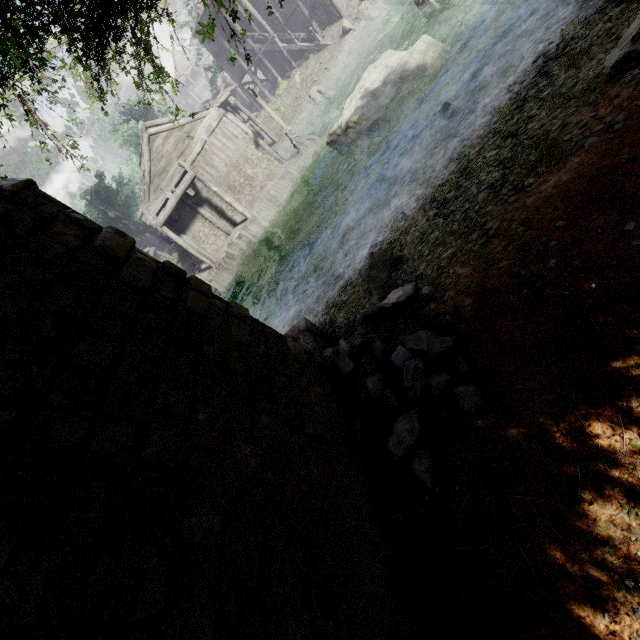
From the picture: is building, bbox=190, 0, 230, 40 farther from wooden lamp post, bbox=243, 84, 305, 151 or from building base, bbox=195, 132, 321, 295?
wooden lamp post, bbox=243, 84, 305, 151

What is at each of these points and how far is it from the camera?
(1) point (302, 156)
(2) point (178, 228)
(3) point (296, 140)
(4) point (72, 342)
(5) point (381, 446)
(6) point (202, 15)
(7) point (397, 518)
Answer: (1) building base, 23.5 meters
(2) building, 25.2 meters
(3) wooden lamp post, 23.5 meters
(4) building, 2.9 meters
(5) rubble, 5.3 meters
(6) building, 29.8 meters
(7) rubble, 4.5 meters

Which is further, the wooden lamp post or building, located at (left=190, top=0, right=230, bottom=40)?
building, located at (left=190, top=0, right=230, bottom=40)

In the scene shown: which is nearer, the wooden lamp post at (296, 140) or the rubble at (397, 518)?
the rubble at (397, 518)

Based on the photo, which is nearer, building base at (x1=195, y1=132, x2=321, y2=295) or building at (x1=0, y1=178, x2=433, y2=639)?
building at (x1=0, y1=178, x2=433, y2=639)

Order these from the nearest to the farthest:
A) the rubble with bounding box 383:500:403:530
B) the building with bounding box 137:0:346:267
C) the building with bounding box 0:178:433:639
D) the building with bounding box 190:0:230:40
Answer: the building with bounding box 0:178:433:639 → the rubble with bounding box 383:500:403:530 → the building with bounding box 137:0:346:267 → the building with bounding box 190:0:230:40

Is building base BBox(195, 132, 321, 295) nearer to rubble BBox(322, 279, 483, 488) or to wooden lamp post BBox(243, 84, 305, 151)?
wooden lamp post BBox(243, 84, 305, 151)

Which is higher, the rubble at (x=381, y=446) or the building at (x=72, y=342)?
the building at (x=72, y=342)
